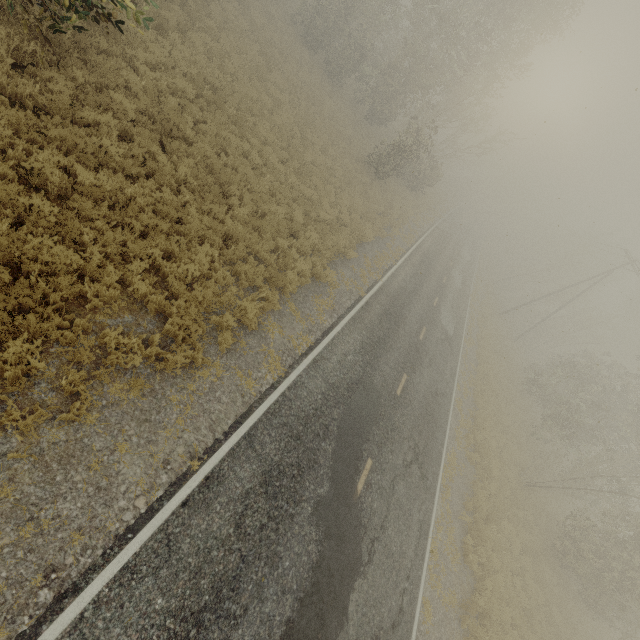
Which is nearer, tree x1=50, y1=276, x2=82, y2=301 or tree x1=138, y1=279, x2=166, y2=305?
tree x1=50, y1=276, x2=82, y2=301

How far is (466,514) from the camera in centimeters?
1330cm

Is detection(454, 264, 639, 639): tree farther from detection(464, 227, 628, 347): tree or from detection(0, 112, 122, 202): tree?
detection(464, 227, 628, 347): tree

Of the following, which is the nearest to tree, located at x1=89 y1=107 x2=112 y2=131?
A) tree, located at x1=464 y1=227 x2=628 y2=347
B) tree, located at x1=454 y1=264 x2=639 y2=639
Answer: tree, located at x1=454 y1=264 x2=639 y2=639

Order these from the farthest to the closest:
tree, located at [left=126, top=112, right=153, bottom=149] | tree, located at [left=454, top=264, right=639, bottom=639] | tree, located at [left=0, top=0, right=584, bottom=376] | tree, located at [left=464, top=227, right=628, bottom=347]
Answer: tree, located at [left=464, top=227, right=628, bottom=347] → tree, located at [left=454, top=264, right=639, bottom=639] → tree, located at [left=126, top=112, right=153, bottom=149] → tree, located at [left=0, top=0, right=584, bottom=376]

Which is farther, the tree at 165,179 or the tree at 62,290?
the tree at 165,179

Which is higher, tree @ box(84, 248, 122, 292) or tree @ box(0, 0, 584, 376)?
tree @ box(0, 0, 584, 376)

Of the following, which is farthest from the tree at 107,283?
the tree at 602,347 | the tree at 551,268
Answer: the tree at 551,268
